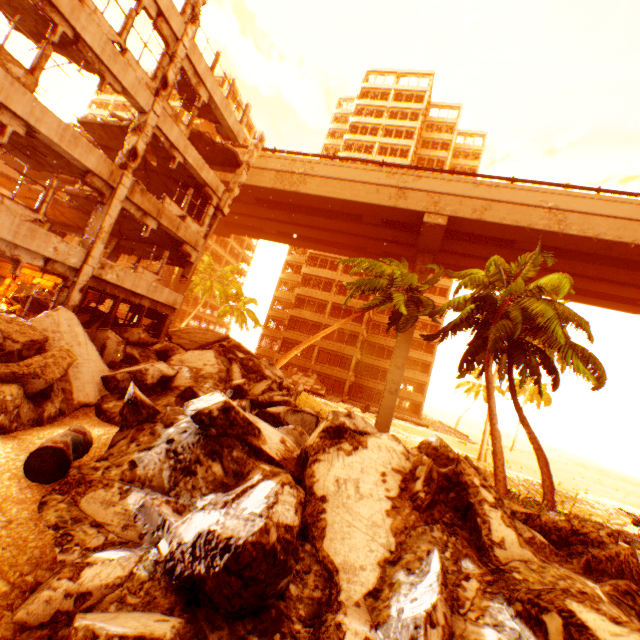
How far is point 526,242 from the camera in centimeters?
Result: 2348cm

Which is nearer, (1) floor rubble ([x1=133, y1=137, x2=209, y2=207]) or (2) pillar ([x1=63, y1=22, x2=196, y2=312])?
(2) pillar ([x1=63, y1=22, x2=196, y2=312])

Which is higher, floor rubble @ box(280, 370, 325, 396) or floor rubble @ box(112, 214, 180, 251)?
floor rubble @ box(112, 214, 180, 251)

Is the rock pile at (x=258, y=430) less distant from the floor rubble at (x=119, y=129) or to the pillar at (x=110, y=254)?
the pillar at (x=110, y=254)

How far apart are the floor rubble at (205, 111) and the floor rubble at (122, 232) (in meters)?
5.56

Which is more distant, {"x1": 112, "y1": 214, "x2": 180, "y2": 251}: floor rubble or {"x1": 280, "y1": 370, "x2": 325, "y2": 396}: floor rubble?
{"x1": 280, "y1": 370, "x2": 325, "y2": 396}: floor rubble

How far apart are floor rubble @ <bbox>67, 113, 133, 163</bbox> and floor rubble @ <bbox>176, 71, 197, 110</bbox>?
2.5m
